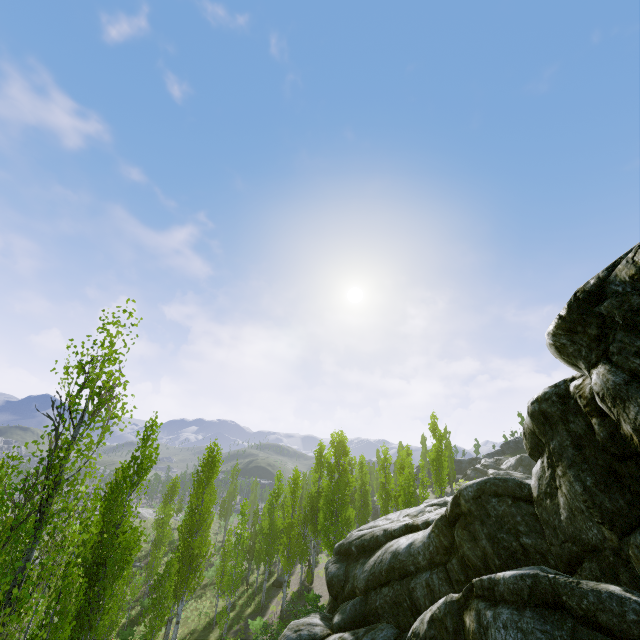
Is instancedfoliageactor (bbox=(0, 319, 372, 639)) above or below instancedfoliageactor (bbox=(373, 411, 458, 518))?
below

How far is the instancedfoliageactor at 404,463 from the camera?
28.22m

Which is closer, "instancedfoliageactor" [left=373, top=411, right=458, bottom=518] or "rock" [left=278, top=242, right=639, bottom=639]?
"rock" [left=278, top=242, right=639, bottom=639]

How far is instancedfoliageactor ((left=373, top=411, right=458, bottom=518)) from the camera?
28.2m

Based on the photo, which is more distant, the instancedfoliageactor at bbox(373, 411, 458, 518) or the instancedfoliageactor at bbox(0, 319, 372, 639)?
the instancedfoliageactor at bbox(373, 411, 458, 518)

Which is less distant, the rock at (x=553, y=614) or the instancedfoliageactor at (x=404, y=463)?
the rock at (x=553, y=614)

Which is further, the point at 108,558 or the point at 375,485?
the point at 375,485
